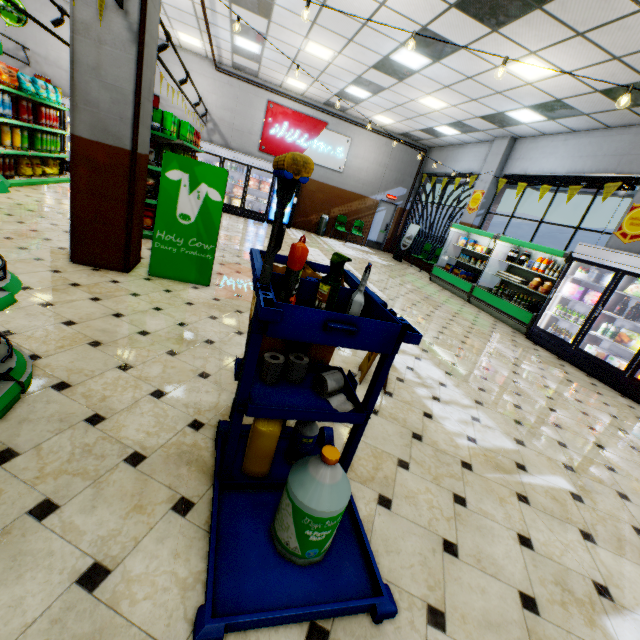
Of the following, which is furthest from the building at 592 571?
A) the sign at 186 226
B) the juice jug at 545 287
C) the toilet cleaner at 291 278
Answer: the toilet cleaner at 291 278

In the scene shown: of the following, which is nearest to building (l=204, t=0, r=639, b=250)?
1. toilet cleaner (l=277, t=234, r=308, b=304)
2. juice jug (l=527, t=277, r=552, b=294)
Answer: juice jug (l=527, t=277, r=552, b=294)

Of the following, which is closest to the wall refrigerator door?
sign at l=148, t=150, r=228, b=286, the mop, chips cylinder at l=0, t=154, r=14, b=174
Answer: chips cylinder at l=0, t=154, r=14, b=174

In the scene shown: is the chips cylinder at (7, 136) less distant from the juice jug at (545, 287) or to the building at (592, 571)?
the building at (592, 571)

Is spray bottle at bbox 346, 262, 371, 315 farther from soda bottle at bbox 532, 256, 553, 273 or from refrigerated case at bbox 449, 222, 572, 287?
soda bottle at bbox 532, 256, 553, 273

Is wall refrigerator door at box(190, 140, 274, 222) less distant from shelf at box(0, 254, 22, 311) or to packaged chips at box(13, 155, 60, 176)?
packaged chips at box(13, 155, 60, 176)

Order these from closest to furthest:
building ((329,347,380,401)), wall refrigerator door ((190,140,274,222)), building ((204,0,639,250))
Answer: building ((329,347,380,401)), building ((204,0,639,250)), wall refrigerator door ((190,140,274,222))

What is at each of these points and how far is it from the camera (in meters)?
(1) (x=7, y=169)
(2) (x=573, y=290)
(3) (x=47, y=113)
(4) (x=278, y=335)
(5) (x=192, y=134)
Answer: (1) chips cylinder, 6.91
(2) boxed frozen food, 6.87
(3) chips cylinder, 7.96
(4) cleaning cart, 1.43
(5) boxed food, 7.60
